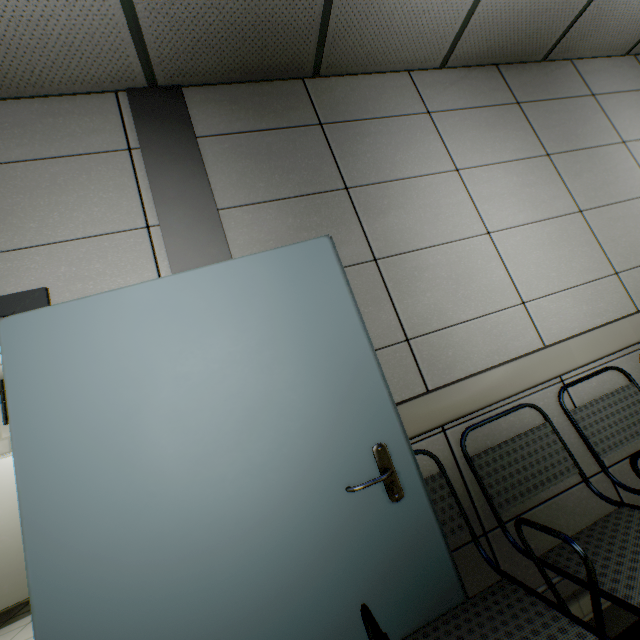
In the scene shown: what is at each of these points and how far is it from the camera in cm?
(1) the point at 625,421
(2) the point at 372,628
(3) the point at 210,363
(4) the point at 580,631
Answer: (1) chair, 172
(2) chair, 93
(3) door, 134
(4) chair, 93

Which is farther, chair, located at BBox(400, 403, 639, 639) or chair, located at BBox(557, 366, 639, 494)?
chair, located at BBox(557, 366, 639, 494)

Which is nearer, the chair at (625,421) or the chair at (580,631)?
the chair at (580,631)
